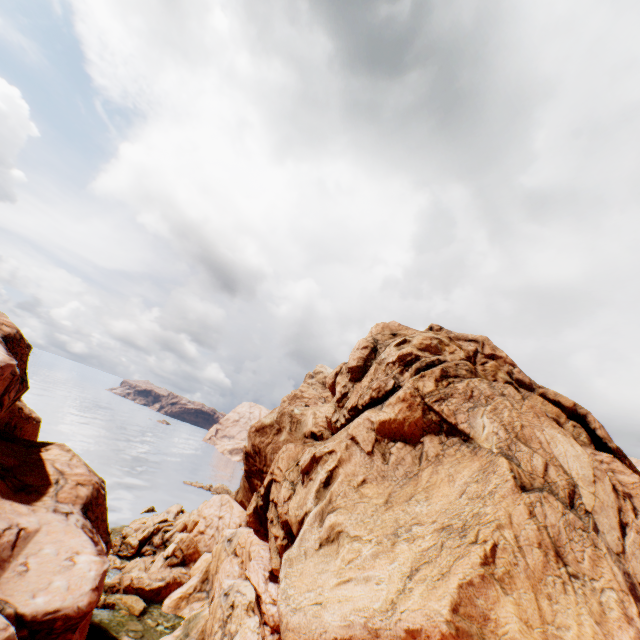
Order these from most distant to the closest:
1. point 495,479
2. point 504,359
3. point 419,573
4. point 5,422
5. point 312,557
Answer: point 504,359, point 5,422, point 495,479, point 312,557, point 419,573
